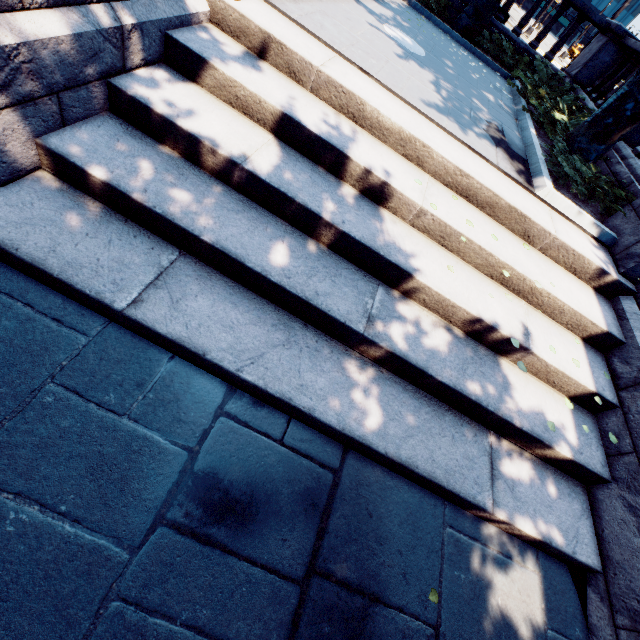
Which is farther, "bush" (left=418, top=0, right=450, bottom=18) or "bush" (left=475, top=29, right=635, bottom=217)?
"bush" (left=418, top=0, right=450, bottom=18)

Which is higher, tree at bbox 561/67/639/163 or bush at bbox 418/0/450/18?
tree at bbox 561/67/639/163

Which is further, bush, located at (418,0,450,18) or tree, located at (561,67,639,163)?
→ bush, located at (418,0,450,18)

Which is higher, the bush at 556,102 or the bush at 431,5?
the bush at 431,5

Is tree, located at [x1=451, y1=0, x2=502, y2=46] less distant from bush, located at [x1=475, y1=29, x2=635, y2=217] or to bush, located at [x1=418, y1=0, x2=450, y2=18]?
bush, located at [x1=475, y1=29, x2=635, y2=217]

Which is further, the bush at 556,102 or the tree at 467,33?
the tree at 467,33

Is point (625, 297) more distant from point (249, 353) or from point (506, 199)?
point (249, 353)
